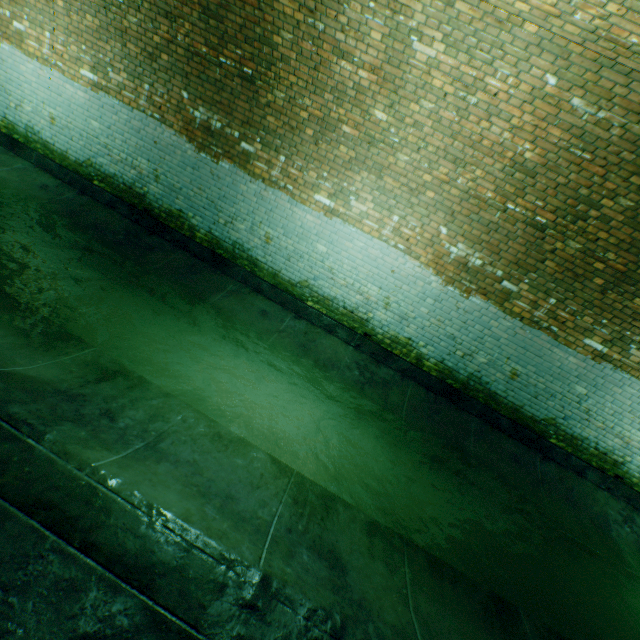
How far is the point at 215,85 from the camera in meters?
5.3 m
